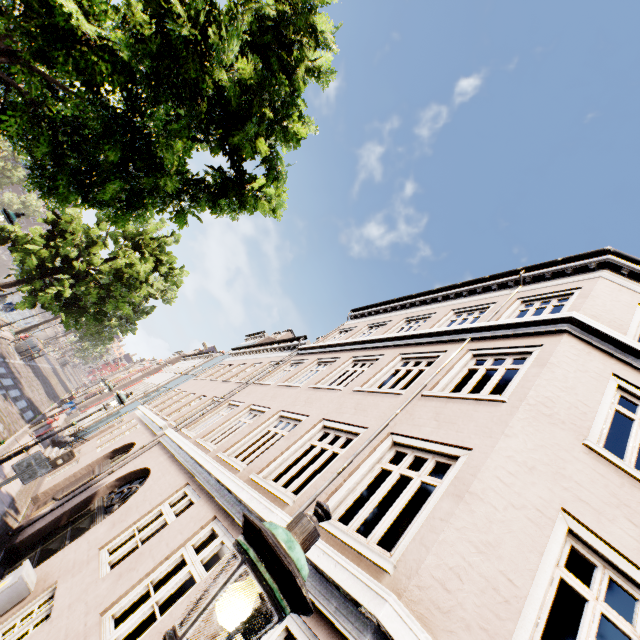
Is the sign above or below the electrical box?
above

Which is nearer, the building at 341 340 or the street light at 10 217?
the building at 341 340

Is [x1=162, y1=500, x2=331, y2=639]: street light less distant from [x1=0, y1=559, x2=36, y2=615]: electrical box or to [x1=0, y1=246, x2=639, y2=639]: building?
[x1=0, y1=246, x2=639, y2=639]: building

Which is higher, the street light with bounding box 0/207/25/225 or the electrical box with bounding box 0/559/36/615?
the street light with bounding box 0/207/25/225

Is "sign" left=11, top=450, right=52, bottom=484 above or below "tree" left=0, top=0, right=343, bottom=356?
below

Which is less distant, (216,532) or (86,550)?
(216,532)

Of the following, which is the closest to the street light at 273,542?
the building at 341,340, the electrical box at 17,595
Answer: the building at 341,340

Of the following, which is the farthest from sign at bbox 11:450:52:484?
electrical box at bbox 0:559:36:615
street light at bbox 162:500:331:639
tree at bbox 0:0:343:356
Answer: street light at bbox 162:500:331:639
